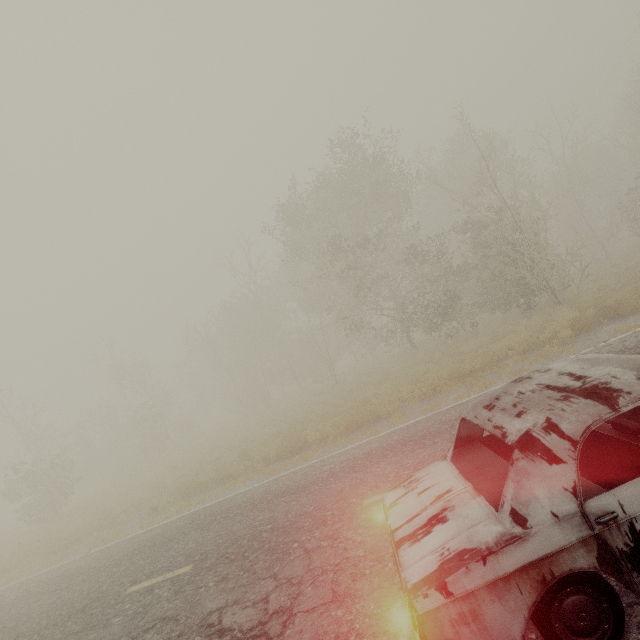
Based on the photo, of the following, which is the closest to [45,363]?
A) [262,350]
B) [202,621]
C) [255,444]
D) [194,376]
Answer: [255,444]

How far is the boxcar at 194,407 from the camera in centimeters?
5872cm

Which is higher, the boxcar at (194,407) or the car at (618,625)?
the boxcar at (194,407)

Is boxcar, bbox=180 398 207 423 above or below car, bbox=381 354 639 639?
Result: above

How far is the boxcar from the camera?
58.72m

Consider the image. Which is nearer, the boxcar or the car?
the car
